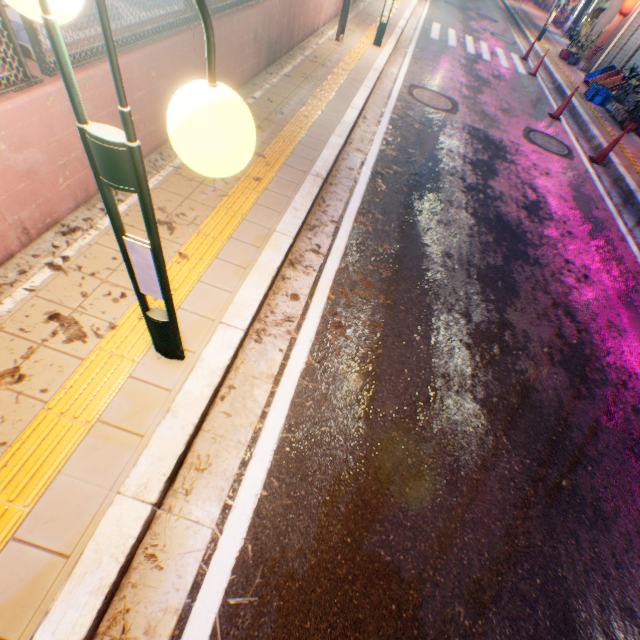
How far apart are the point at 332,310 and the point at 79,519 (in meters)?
2.52

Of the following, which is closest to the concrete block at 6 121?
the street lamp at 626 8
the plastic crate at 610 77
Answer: the plastic crate at 610 77

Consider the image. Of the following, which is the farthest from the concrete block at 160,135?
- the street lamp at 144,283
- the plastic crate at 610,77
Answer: the plastic crate at 610,77

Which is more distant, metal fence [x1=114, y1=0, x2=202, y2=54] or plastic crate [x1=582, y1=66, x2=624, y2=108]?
plastic crate [x1=582, y1=66, x2=624, y2=108]

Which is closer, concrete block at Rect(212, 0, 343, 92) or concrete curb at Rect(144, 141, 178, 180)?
concrete curb at Rect(144, 141, 178, 180)

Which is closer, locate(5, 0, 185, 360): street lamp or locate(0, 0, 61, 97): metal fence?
locate(5, 0, 185, 360): street lamp

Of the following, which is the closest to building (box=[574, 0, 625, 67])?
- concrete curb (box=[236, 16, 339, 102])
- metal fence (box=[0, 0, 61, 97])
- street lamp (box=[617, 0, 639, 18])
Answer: street lamp (box=[617, 0, 639, 18])

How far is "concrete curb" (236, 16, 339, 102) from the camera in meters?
5.5
